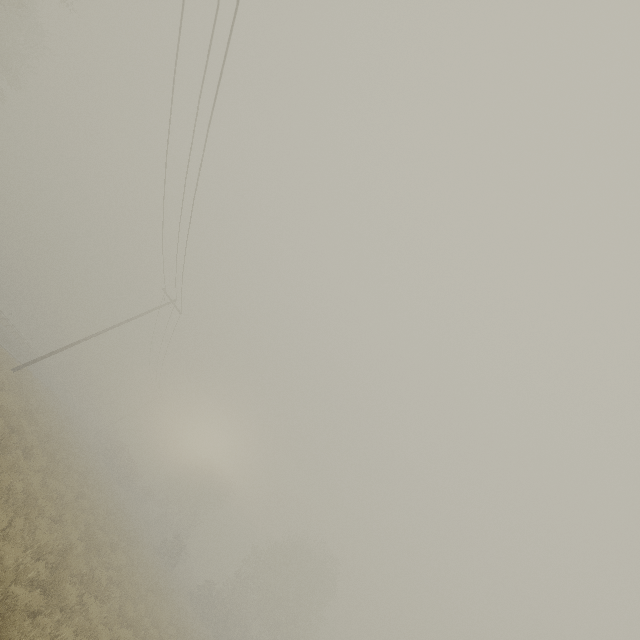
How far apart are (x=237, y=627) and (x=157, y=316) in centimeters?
3607cm
